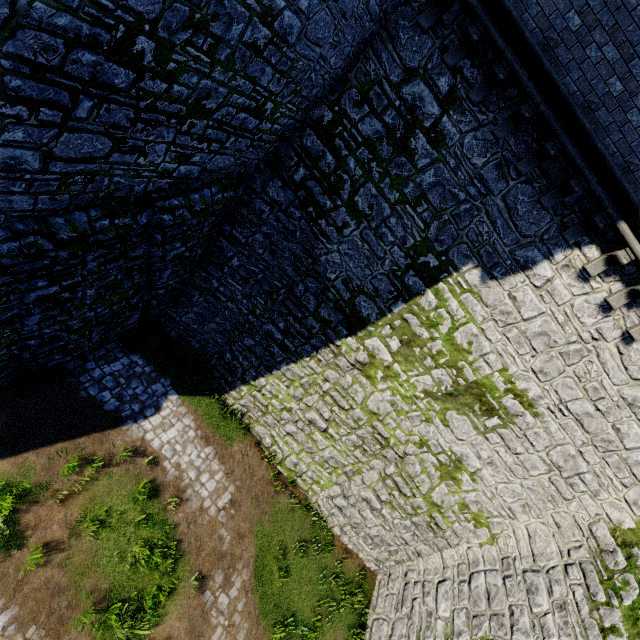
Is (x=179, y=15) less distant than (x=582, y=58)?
Yes
